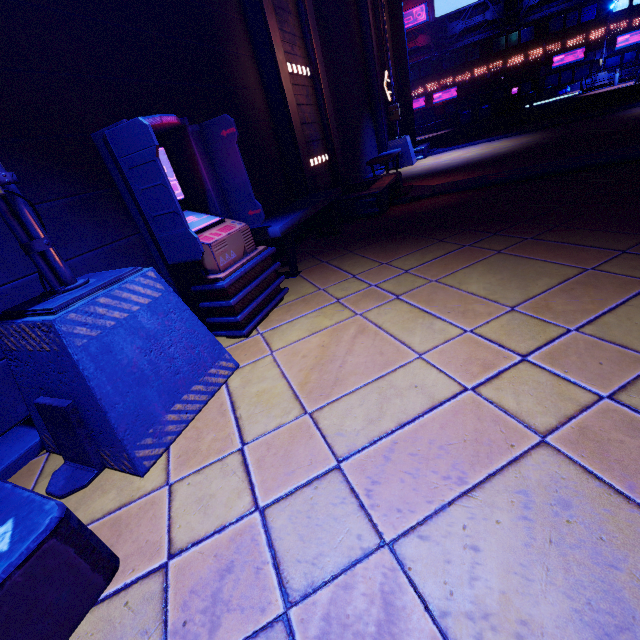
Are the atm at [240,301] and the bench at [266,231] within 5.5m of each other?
yes

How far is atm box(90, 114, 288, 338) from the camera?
2.44m

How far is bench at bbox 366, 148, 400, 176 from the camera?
9.28m

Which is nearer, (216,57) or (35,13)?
(35,13)

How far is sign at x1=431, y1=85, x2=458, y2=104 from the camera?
36.62m

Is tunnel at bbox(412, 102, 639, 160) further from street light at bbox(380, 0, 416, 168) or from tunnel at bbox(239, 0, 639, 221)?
tunnel at bbox(239, 0, 639, 221)

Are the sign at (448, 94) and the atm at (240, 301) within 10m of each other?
no

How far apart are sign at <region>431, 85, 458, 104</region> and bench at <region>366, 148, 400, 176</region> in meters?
34.9
